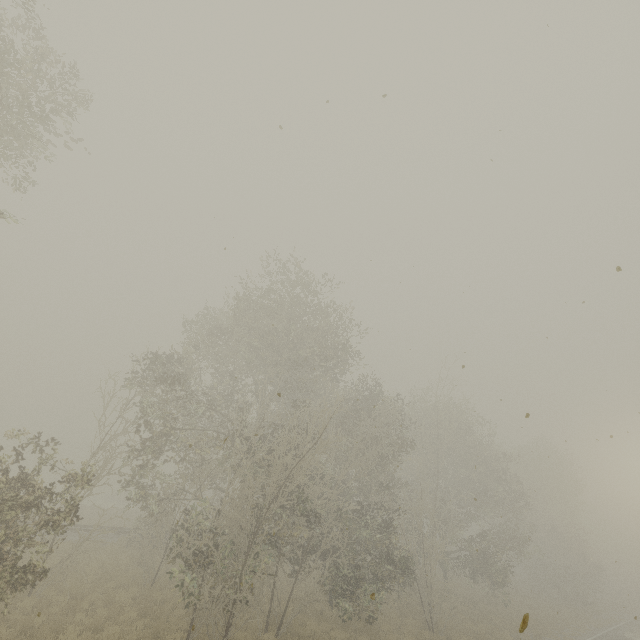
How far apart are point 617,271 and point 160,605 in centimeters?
2116cm
